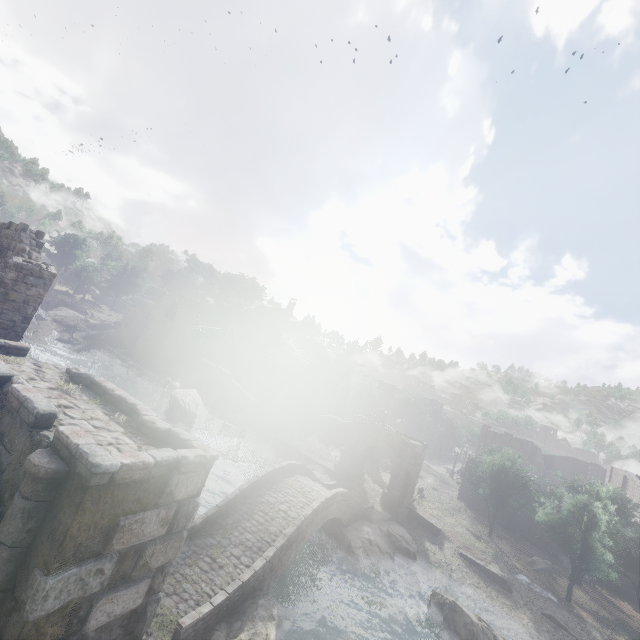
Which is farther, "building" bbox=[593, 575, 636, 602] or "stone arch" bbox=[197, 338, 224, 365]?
"stone arch" bbox=[197, 338, 224, 365]

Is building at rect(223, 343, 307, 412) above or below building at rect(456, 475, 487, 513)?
above

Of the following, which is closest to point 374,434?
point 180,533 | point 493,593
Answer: point 493,593

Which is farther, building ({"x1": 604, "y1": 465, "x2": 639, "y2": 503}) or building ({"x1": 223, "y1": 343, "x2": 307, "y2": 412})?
building ({"x1": 223, "y1": 343, "x2": 307, "y2": 412})

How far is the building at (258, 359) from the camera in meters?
51.9

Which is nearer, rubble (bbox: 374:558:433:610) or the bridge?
the bridge

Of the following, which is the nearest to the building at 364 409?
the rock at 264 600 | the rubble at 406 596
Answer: the rock at 264 600
